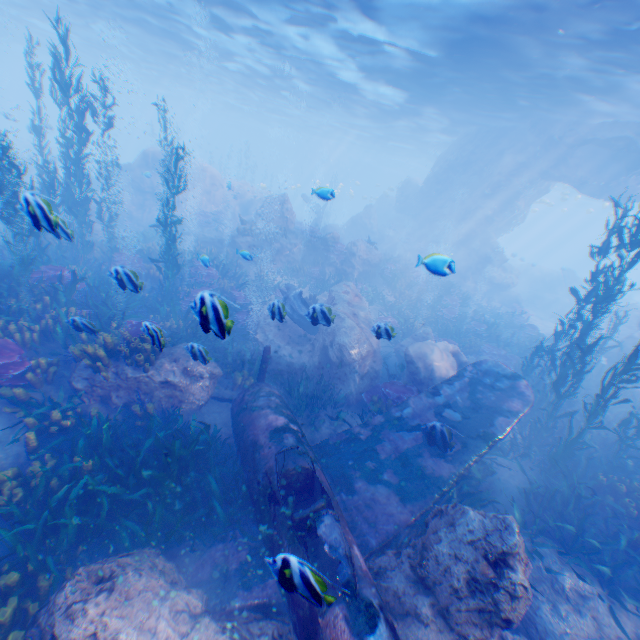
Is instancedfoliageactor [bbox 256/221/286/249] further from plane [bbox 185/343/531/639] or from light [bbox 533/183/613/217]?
light [bbox 533/183/613/217]

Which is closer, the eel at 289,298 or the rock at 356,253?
the eel at 289,298

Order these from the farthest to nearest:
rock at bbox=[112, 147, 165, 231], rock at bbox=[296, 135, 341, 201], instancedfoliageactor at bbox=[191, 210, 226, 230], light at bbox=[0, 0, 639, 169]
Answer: rock at bbox=[112, 147, 165, 231] < instancedfoliageactor at bbox=[191, 210, 226, 230] < light at bbox=[0, 0, 639, 169] < rock at bbox=[296, 135, 341, 201]

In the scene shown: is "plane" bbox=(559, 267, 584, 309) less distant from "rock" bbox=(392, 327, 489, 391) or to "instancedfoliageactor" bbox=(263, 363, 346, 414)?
"rock" bbox=(392, 327, 489, 391)

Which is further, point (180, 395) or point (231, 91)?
point (231, 91)

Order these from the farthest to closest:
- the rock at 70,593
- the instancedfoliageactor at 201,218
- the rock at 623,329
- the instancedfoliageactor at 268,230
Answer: the instancedfoliageactor at 201,218 → the instancedfoliageactor at 268,230 → the rock at 623,329 → the rock at 70,593

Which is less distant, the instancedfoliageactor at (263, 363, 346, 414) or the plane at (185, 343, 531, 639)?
the plane at (185, 343, 531, 639)

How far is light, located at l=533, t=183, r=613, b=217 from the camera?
31.3 meters
